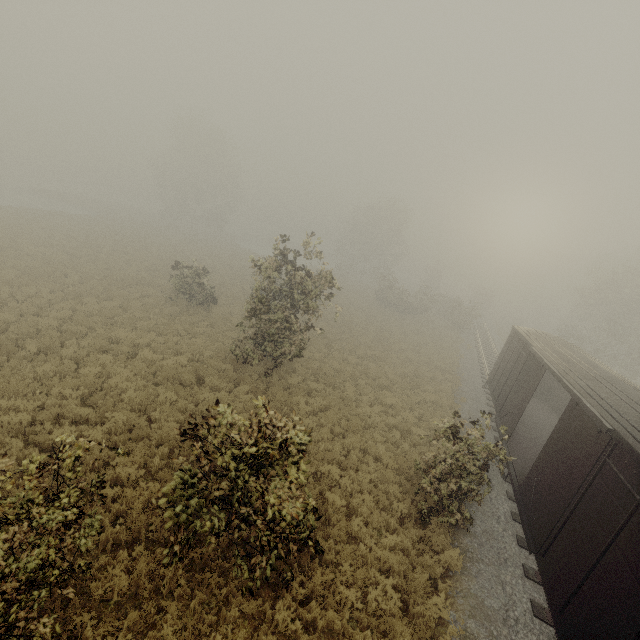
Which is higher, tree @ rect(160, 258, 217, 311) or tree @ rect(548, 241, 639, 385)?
tree @ rect(548, 241, 639, 385)

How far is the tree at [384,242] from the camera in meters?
39.0 m

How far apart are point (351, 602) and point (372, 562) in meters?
1.1

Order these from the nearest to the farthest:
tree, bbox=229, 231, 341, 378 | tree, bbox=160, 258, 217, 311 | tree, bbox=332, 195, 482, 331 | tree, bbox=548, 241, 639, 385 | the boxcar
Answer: the boxcar < tree, bbox=229, 231, 341, 378 < tree, bbox=160, 258, 217, 311 < tree, bbox=548, 241, 639, 385 < tree, bbox=332, 195, 482, 331

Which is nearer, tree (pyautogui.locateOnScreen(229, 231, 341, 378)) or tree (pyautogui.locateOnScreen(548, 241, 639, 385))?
tree (pyautogui.locateOnScreen(229, 231, 341, 378))

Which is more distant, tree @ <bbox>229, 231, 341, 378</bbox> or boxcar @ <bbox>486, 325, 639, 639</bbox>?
tree @ <bbox>229, 231, 341, 378</bbox>

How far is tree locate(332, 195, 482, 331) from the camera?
39.0m

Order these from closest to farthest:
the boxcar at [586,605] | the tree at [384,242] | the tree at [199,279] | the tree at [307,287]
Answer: the boxcar at [586,605]
the tree at [307,287]
the tree at [199,279]
the tree at [384,242]
